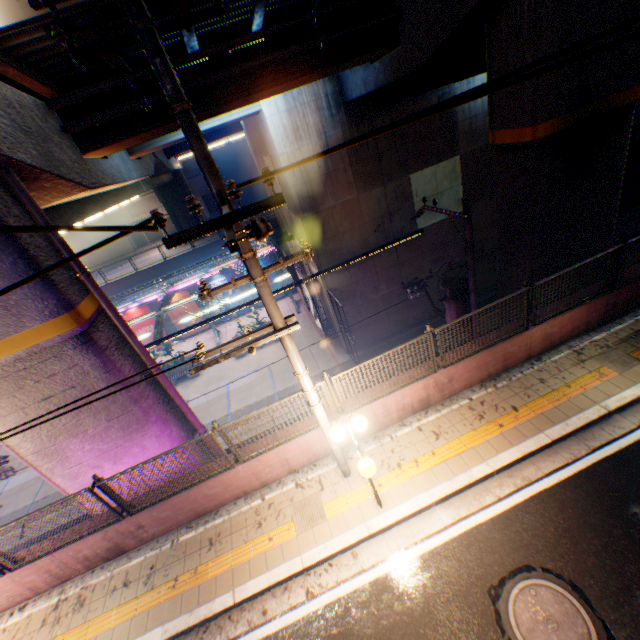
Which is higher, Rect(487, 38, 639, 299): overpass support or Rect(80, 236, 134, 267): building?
Rect(487, 38, 639, 299): overpass support

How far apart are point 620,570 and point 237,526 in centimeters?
677cm

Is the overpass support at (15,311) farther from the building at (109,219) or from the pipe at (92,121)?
the building at (109,219)

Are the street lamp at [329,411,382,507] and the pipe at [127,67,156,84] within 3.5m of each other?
no

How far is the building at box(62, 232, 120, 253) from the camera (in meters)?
41.34

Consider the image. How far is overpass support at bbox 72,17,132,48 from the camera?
5.94m

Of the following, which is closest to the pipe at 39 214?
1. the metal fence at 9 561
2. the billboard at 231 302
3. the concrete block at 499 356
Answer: the concrete block at 499 356

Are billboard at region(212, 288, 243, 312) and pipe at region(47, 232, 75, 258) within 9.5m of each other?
no
